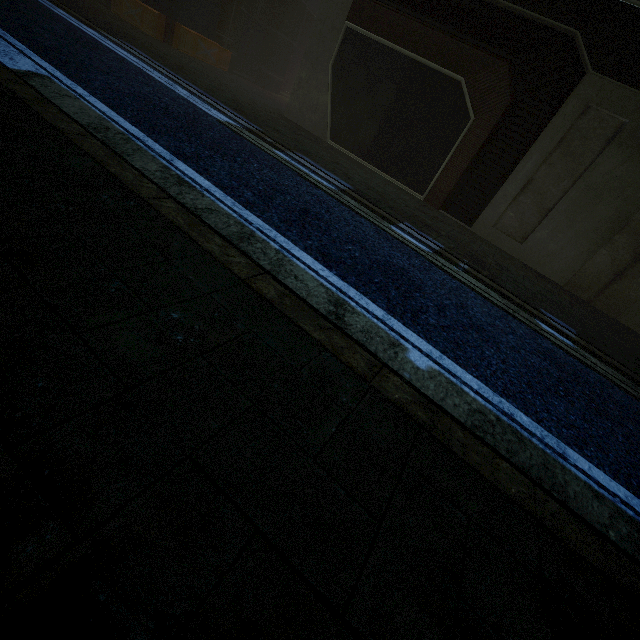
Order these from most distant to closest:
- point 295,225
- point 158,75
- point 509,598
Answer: point 158,75 → point 295,225 → point 509,598
